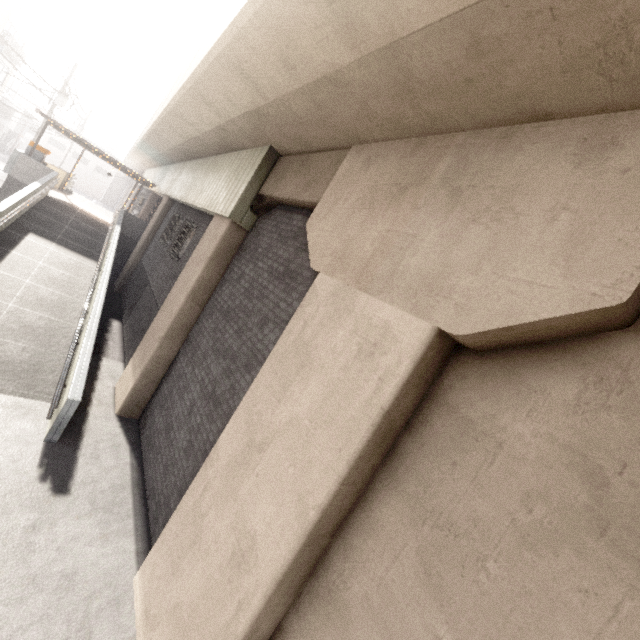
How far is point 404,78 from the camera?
3.2 meters

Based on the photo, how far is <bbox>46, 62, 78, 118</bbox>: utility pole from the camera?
20.2m

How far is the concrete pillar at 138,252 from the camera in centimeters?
1509cm

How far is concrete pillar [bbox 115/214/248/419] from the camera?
7.3 meters

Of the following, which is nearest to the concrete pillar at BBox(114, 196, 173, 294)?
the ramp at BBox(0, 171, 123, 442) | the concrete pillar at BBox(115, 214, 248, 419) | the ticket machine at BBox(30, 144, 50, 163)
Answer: the ramp at BBox(0, 171, 123, 442)

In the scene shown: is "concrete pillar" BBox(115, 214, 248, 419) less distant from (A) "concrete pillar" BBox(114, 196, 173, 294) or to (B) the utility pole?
(A) "concrete pillar" BBox(114, 196, 173, 294)

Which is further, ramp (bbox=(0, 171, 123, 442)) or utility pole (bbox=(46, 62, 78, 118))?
utility pole (bbox=(46, 62, 78, 118))

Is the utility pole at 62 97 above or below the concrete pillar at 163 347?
above
